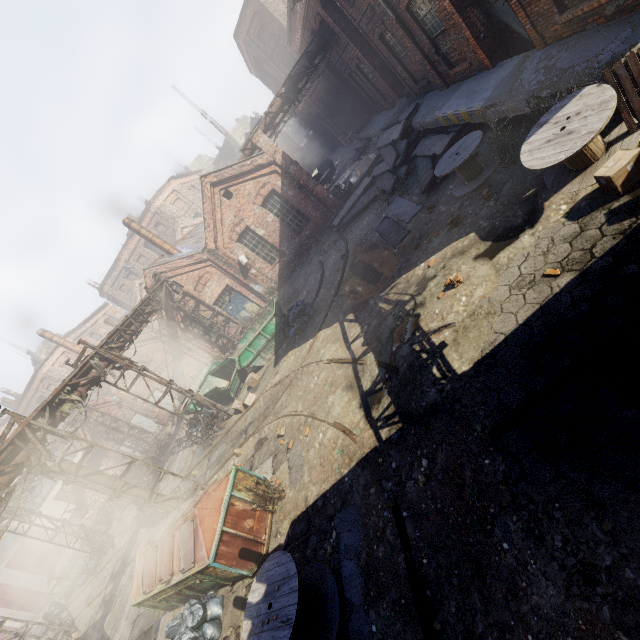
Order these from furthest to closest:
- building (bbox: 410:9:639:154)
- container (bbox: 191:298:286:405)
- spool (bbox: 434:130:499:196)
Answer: container (bbox: 191:298:286:405) → spool (bbox: 434:130:499:196) → building (bbox: 410:9:639:154)

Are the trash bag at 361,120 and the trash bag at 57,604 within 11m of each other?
no

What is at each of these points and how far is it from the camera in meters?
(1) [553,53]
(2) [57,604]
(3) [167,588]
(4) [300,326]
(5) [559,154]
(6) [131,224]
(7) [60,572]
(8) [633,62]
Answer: →
(1) building, 7.3 m
(2) trash bag, 21.0 m
(3) trash container, 7.9 m
(4) trash bag, 13.7 m
(5) spool, 5.8 m
(6) building, 20.8 m
(7) trash container, 20.8 m
(8) pallet, 5.2 m

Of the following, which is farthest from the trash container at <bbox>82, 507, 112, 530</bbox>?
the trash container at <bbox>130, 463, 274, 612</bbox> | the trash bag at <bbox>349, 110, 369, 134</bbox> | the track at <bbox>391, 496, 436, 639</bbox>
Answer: the trash bag at <bbox>349, 110, 369, 134</bbox>

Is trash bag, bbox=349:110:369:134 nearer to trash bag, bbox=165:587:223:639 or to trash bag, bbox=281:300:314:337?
trash bag, bbox=281:300:314:337

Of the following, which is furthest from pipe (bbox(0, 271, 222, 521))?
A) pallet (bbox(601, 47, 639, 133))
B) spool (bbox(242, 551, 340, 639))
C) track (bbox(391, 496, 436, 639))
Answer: pallet (bbox(601, 47, 639, 133))

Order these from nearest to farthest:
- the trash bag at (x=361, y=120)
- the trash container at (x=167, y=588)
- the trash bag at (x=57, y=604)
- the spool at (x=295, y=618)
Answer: the spool at (x=295, y=618), the trash container at (x=167, y=588), the trash bag at (x=57, y=604), the trash bag at (x=361, y=120)

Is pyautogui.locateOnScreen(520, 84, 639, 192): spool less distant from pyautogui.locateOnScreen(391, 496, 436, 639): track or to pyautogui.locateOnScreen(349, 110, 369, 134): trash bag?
pyautogui.locateOnScreen(391, 496, 436, 639): track
